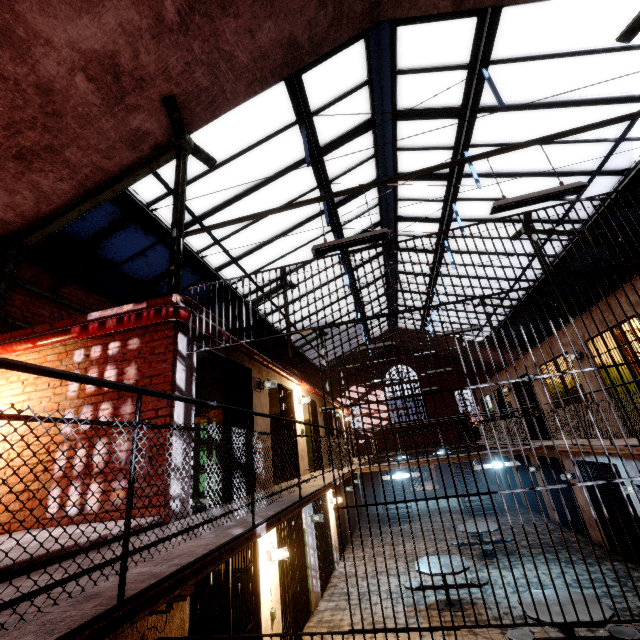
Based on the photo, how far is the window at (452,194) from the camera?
8.9m

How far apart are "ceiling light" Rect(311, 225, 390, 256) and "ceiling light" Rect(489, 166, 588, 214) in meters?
1.4 m

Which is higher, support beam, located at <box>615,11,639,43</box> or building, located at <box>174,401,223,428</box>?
support beam, located at <box>615,11,639,43</box>

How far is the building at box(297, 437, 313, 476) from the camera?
9.11m

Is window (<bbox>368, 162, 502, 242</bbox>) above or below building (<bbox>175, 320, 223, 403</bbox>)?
above

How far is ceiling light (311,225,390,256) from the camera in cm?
472

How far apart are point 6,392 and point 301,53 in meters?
7.6 m

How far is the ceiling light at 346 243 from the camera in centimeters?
472cm
